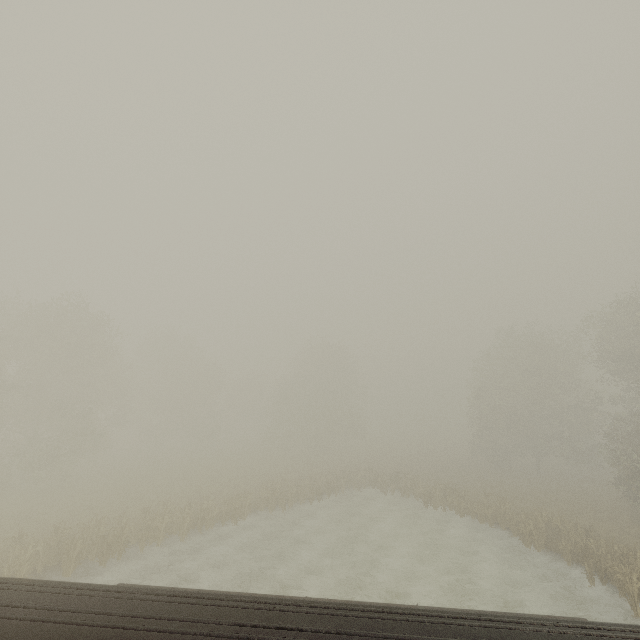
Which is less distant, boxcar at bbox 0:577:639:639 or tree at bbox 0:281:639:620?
boxcar at bbox 0:577:639:639

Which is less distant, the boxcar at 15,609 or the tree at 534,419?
the boxcar at 15,609

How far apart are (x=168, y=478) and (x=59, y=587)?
31.3m
